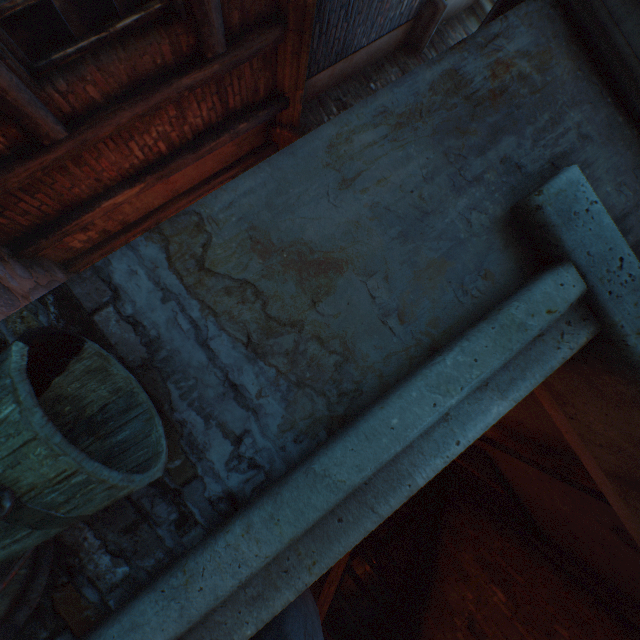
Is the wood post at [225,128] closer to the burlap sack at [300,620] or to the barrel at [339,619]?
the burlap sack at [300,620]

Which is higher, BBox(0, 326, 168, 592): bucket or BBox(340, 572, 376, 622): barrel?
BBox(0, 326, 168, 592): bucket

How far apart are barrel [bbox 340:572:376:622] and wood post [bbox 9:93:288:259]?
6.0m

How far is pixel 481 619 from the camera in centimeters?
403cm

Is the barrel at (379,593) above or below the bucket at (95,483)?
below

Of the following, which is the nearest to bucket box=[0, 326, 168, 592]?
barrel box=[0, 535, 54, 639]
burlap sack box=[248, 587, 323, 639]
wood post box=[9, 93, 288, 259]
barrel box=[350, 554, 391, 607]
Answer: barrel box=[0, 535, 54, 639]

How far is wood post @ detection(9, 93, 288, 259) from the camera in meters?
3.7 m
